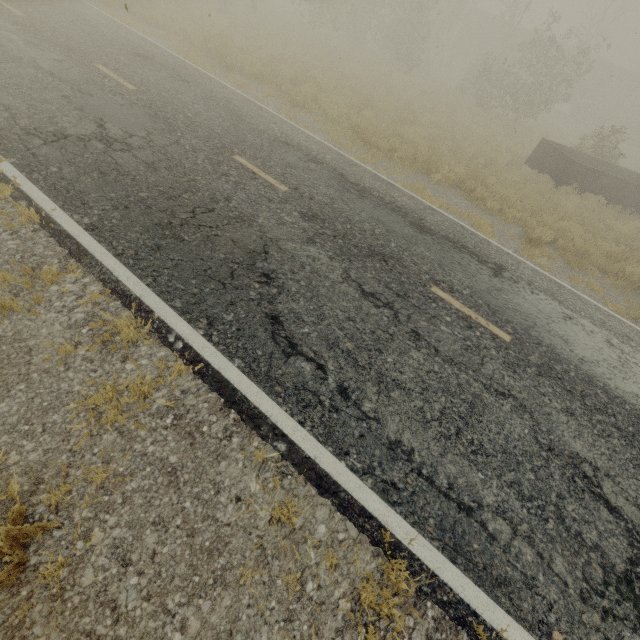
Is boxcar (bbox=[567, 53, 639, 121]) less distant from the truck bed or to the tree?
the tree

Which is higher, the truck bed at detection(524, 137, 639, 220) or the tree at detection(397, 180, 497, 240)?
the truck bed at detection(524, 137, 639, 220)

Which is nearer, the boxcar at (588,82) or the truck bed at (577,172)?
the truck bed at (577,172)

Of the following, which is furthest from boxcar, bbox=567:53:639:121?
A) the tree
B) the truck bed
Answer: the truck bed

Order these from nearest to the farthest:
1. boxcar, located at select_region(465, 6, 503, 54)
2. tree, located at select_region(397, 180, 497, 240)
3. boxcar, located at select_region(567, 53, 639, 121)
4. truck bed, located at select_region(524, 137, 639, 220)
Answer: tree, located at select_region(397, 180, 497, 240), truck bed, located at select_region(524, 137, 639, 220), boxcar, located at select_region(567, 53, 639, 121), boxcar, located at select_region(465, 6, 503, 54)

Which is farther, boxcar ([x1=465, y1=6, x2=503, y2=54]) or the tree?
boxcar ([x1=465, y1=6, x2=503, y2=54])

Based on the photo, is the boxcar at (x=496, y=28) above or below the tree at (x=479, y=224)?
above

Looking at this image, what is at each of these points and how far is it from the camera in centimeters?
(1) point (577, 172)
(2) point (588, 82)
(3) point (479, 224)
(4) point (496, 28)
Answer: (1) truck bed, 1311cm
(2) boxcar, 3191cm
(3) tree, 856cm
(4) boxcar, 3303cm
